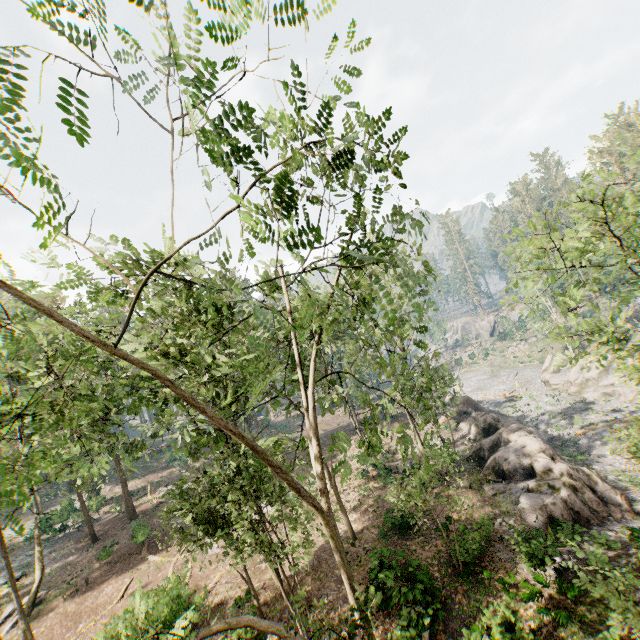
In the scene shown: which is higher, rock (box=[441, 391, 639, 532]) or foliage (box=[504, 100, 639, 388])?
foliage (box=[504, 100, 639, 388])

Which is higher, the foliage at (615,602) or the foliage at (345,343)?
the foliage at (345,343)

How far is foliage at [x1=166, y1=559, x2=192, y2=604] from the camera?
16.8m

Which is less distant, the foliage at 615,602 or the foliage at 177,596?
the foliage at 615,602

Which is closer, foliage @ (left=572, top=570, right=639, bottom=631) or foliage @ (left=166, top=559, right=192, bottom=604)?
foliage @ (left=572, top=570, right=639, bottom=631)

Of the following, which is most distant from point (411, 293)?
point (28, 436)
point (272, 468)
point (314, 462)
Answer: point (28, 436)

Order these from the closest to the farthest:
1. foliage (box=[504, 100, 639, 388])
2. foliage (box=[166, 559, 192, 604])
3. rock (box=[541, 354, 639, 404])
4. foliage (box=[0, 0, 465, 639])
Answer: foliage (box=[0, 0, 465, 639]), foliage (box=[504, 100, 639, 388]), foliage (box=[166, 559, 192, 604]), rock (box=[541, 354, 639, 404])

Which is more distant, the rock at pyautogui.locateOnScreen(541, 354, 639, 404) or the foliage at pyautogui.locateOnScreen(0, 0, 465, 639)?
the rock at pyautogui.locateOnScreen(541, 354, 639, 404)
